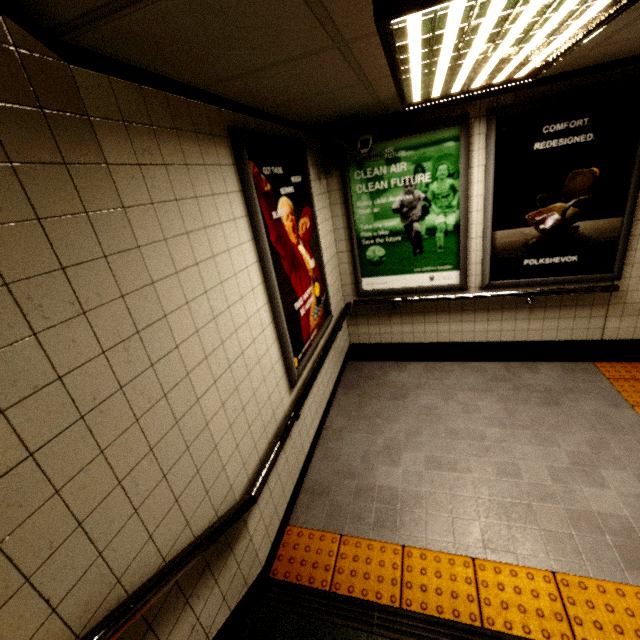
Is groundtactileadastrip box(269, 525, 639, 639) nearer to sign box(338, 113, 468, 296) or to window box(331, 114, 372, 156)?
sign box(338, 113, 468, 296)

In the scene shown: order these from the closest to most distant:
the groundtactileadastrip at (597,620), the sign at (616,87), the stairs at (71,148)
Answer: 1. the stairs at (71,148)
2. the groundtactileadastrip at (597,620)
3. the sign at (616,87)

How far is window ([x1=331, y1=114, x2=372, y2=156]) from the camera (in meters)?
2.96

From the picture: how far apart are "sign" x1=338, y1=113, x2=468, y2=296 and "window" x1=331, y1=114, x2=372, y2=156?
0.2 meters

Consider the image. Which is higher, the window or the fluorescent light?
the fluorescent light

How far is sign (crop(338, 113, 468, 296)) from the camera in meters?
3.3 m

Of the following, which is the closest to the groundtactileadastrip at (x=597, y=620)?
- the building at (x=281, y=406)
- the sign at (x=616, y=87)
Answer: the building at (x=281, y=406)

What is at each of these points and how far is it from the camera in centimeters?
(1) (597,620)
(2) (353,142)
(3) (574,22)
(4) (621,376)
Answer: (1) groundtactileadastrip, 179cm
(2) window, 297cm
(3) fluorescent light, 150cm
(4) groundtactileadastrip, 352cm
